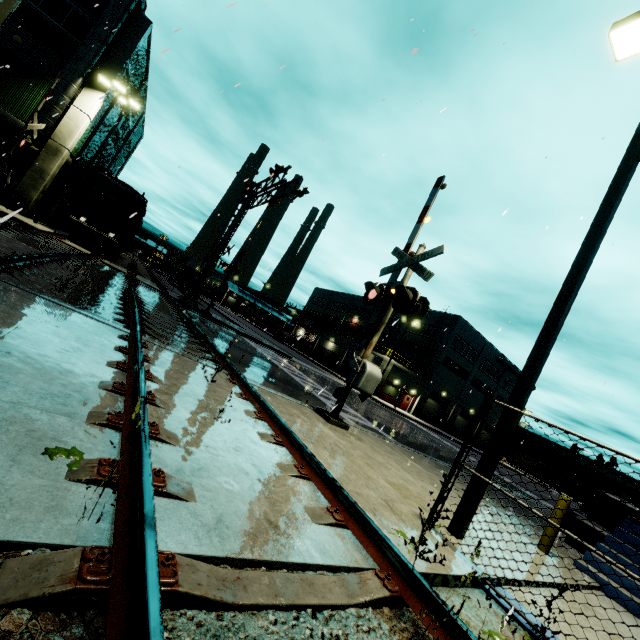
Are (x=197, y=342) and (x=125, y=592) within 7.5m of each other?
no

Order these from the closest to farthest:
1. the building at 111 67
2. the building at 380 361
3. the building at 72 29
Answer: the building at 72 29 < the building at 111 67 < the building at 380 361

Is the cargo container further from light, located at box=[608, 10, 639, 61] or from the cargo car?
light, located at box=[608, 10, 639, 61]

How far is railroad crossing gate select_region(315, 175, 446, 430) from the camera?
7.7 meters

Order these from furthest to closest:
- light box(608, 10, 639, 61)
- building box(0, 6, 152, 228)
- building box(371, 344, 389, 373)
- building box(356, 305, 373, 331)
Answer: building box(356, 305, 373, 331)
building box(371, 344, 389, 373)
building box(0, 6, 152, 228)
light box(608, 10, 639, 61)

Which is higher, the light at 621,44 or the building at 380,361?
the light at 621,44

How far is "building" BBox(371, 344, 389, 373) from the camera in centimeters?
3847cm
